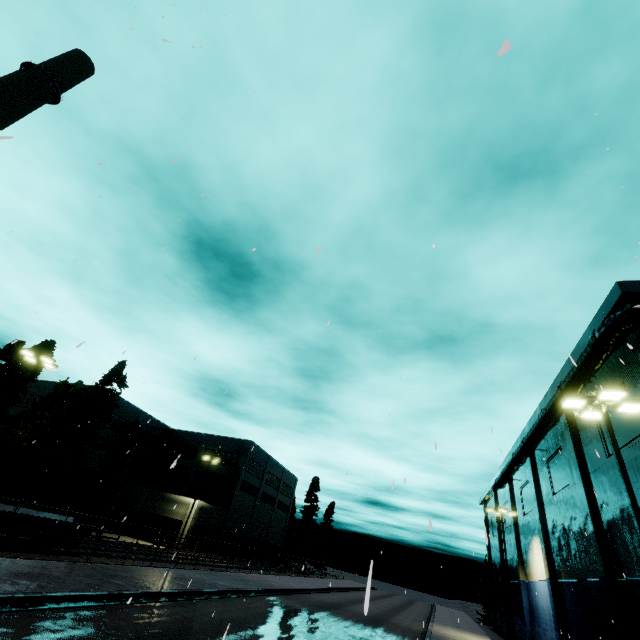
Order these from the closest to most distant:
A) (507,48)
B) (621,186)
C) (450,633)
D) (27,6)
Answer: (507,48) → (621,186) → (27,6) → (450,633)

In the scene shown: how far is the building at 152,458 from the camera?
40.3 meters

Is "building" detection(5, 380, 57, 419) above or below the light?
above

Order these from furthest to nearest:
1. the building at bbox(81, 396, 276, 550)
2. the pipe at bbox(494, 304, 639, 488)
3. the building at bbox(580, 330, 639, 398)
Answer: the building at bbox(81, 396, 276, 550), the building at bbox(580, 330, 639, 398), the pipe at bbox(494, 304, 639, 488)

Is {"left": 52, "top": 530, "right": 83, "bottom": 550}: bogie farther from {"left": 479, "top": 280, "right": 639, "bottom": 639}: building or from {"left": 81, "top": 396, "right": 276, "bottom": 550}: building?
{"left": 479, "top": 280, "right": 639, "bottom": 639}: building

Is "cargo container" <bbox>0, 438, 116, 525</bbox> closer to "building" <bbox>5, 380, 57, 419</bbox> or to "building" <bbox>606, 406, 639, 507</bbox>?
"building" <bbox>606, 406, 639, 507</bbox>

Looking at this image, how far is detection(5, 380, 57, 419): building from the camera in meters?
46.2

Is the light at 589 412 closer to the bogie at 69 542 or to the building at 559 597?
the building at 559 597
